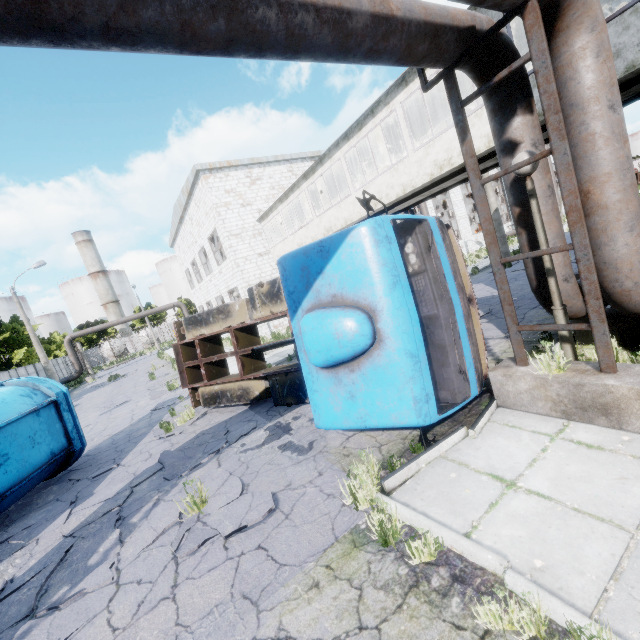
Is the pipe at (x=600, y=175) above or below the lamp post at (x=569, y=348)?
above

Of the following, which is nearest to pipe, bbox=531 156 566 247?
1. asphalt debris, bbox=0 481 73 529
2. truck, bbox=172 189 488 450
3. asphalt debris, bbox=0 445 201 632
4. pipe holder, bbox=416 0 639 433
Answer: pipe holder, bbox=416 0 639 433

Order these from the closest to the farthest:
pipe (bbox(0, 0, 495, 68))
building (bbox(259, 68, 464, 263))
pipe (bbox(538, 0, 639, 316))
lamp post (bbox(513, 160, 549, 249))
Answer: pipe (bbox(0, 0, 495, 68))
pipe (bbox(538, 0, 639, 316))
lamp post (bbox(513, 160, 549, 249))
building (bbox(259, 68, 464, 263))

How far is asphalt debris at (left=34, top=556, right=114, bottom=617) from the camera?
3.9 meters

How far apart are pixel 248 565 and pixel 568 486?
3.50m

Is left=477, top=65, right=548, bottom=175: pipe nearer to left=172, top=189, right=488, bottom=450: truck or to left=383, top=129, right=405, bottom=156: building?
left=383, top=129, right=405, bottom=156: building

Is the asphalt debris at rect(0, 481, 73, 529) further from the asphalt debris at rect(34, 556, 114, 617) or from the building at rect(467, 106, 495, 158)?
the building at rect(467, 106, 495, 158)

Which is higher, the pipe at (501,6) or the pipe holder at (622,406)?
the pipe at (501,6)
